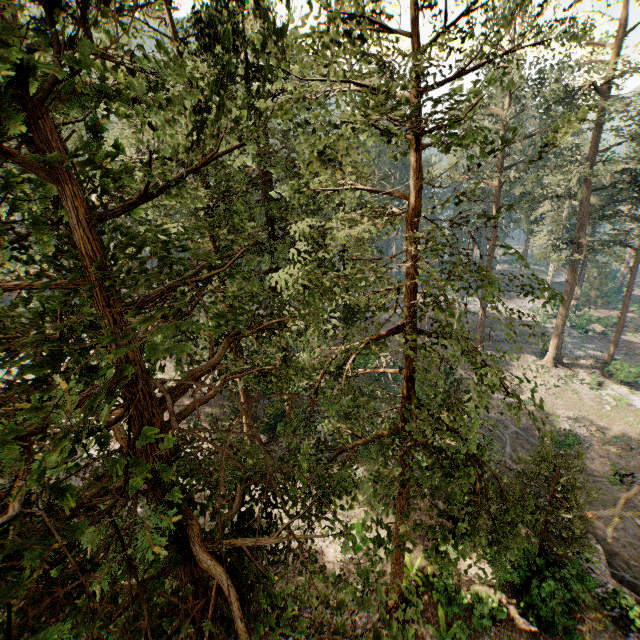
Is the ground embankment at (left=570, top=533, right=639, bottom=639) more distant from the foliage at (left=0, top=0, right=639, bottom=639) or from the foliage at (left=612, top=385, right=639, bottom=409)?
the foliage at (left=612, top=385, right=639, bottom=409)

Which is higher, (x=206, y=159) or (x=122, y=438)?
(x=206, y=159)

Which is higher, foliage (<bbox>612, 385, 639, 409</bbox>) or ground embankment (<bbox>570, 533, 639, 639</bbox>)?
ground embankment (<bbox>570, 533, 639, 639</bbox>)

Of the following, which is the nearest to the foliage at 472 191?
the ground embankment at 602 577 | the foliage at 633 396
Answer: the foliage at 633 396

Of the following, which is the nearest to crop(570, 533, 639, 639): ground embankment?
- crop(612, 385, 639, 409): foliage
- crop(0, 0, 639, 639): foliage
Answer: crop(0, 0, 639, 639): foliage

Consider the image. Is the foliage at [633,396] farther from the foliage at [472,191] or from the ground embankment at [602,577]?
the ground embankment at [602,577]
